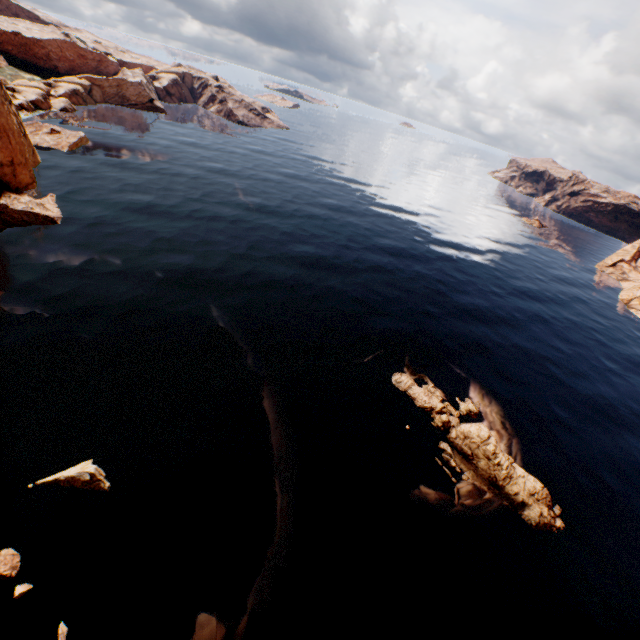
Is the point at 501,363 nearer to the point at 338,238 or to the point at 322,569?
the point at 322,569

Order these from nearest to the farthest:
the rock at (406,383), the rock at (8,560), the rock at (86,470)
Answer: the rock at (8,560), the rock at (86,470), the rock at (406,383)

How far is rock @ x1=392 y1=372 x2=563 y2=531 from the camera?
25.8 meters

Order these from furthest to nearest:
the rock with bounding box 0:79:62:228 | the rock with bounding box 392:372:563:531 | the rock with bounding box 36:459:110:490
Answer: the rock with bounding box 0:79:62:228
the rock with bounding box 392:372:563:531
the rock with bounding box 36:459:110:490

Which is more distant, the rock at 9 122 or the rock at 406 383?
the rock at 9 122

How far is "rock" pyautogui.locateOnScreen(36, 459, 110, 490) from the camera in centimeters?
1978cm

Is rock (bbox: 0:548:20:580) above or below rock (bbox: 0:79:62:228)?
below
